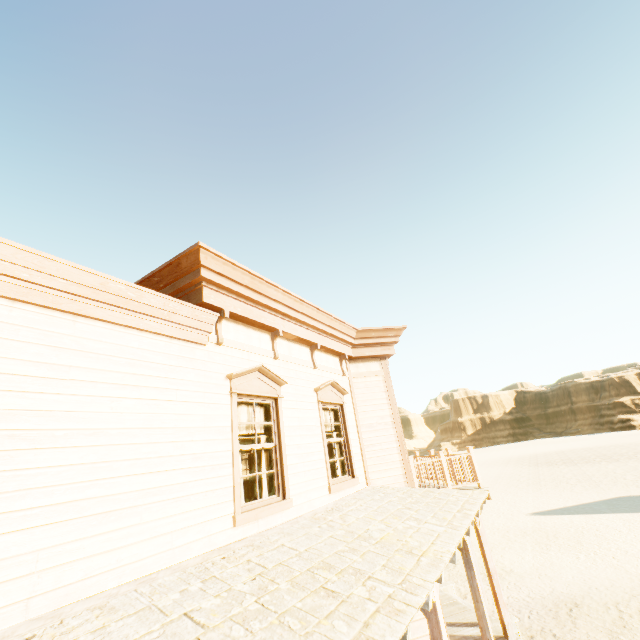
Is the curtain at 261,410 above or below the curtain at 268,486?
above

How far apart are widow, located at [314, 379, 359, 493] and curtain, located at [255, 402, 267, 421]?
1.36m

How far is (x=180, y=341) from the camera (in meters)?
4.55

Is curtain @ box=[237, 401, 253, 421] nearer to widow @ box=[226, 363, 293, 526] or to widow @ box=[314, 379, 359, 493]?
widow @ box=[226, 363, 293, 526]

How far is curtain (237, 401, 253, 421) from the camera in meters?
5.4 m

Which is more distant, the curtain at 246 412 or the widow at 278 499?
the curtain at 246 412

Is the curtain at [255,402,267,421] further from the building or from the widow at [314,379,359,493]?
the widow at [314,379,359,493]
